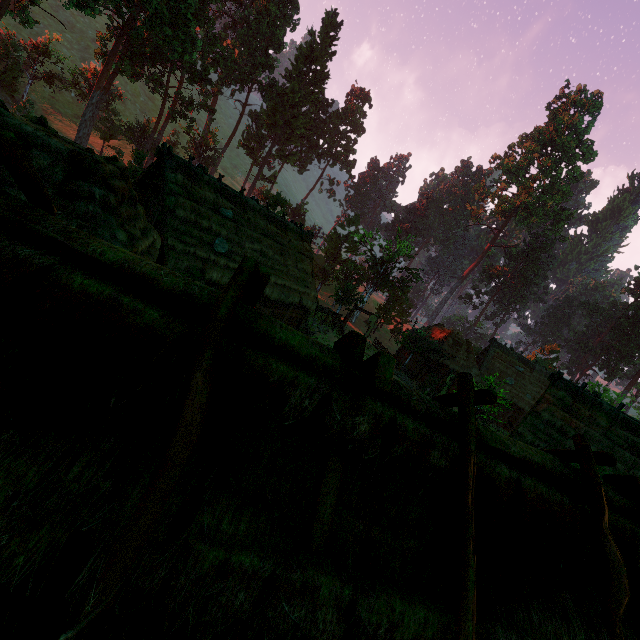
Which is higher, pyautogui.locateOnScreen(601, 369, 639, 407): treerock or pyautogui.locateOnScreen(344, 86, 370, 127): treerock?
pyautogui.locateOnScreen(344, 86, 370, 127): treerock

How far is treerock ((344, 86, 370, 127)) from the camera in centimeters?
5859cm

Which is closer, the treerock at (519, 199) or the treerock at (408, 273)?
the treerock at (408, 273)

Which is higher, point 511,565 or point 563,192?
point 563,192

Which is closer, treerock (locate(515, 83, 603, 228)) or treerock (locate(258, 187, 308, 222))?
treerock (locate(258, 187, 308, 222))

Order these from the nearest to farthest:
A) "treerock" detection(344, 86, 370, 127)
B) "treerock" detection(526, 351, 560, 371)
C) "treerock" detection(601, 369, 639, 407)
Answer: "treerock" detection(601, 369, 639, 407), "treerock" detection(526, 351, 560, 371), "treerock" detection(344, 86, 370, 127)

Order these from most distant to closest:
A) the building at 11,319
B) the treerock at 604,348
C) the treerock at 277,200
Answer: the treerock at 604,348, the treerock at 277,200, the building at 11,319
